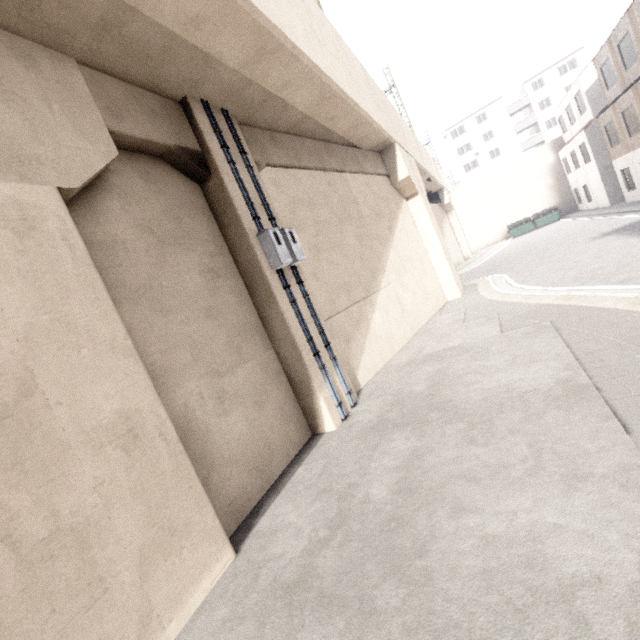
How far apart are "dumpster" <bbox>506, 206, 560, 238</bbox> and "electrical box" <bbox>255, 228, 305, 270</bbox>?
33.24m

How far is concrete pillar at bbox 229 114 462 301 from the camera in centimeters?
762cm

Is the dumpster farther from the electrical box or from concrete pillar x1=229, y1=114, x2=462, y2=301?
the electrical box

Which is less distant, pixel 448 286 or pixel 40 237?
pixel 40 237

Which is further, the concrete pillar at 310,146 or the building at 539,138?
the building at 539,138

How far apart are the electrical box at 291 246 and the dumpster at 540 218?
33.2 meters

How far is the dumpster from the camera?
30.47m

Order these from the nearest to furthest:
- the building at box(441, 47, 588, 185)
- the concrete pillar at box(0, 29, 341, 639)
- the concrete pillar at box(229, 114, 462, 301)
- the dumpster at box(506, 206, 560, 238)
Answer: the concrete pillar at box(0, 29, 341, 639)
the concrete pillar at box(229, 114, 462, 301)
the dumpster at box(506, 206, 560, 238)
the building at box(441, 47, 588, 185)
